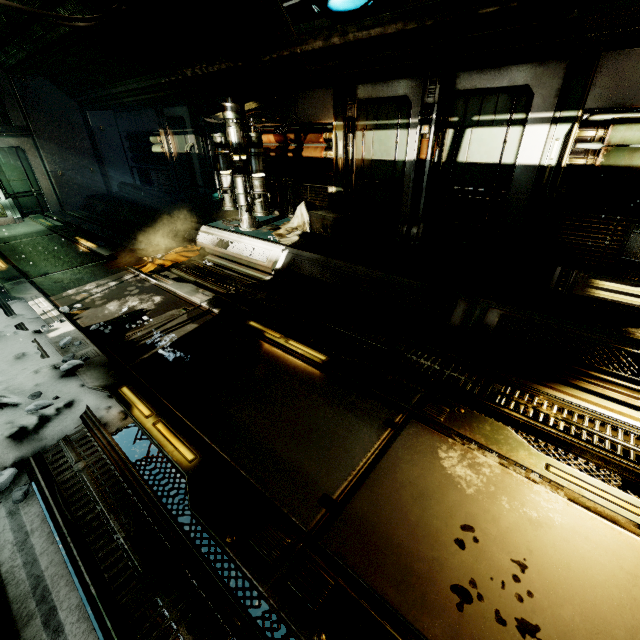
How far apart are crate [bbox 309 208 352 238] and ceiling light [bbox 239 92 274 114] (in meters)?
2.50

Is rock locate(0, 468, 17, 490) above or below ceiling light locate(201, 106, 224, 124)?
below

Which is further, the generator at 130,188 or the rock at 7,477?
the generator at 130,188

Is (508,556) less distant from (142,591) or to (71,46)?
(142,591)

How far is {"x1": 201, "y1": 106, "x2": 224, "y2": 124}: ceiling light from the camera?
7.39m

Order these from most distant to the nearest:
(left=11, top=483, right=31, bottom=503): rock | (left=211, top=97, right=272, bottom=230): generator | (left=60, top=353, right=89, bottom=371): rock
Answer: (left=211, top=97, right=272, bottom=230): generator < (left=60, top=353, right=89, bottom=371): rock < (left=11, top=483, right=31, bottom=503): rock

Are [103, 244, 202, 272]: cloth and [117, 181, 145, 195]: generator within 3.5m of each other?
no

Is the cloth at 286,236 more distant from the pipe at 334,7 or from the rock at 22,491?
the rock at 22,491
